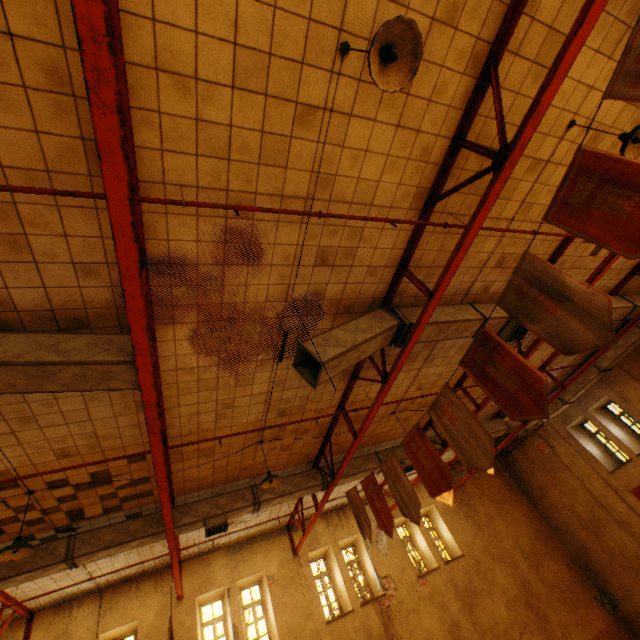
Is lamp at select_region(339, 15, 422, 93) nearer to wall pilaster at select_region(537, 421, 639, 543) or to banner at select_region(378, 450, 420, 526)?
banner at select_region(378, 450, 420, 526)

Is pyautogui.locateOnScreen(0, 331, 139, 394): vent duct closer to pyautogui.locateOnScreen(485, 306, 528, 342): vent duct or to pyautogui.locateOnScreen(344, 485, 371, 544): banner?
pyautogui.locateOnScreen(485, 306, 528, 342): vent duct

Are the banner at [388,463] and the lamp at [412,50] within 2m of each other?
no

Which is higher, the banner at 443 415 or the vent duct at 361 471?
the vent duct at 361 471

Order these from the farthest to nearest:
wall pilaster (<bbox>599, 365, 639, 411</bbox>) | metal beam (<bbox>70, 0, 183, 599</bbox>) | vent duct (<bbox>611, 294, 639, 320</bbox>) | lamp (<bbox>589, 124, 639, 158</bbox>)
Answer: wall pilaster (<bbox>599, 365, 639, 411</bbox>) → vent duct (<bbox>611, 294, 639, 320</bbox>) → lamp (<bbox>589, 124, 639, 158</bbox>) → metal beam (<bbox>70, 0, 183, 599</bbox>)

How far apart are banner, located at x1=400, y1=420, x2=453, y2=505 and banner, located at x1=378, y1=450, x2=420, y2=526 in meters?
0.4 m

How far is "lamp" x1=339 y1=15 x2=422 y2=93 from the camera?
2.5 meters

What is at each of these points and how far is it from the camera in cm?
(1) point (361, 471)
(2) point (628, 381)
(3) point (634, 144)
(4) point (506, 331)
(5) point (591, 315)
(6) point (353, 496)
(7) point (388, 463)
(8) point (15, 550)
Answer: (1) vent duct, 972
(2) wall pilaster, 1218
(3) lamp, 425
(4) vent duct, 682
(5) banner, 307
(6) banner, 765
(7) banner, 625
(8) lamp, 527
